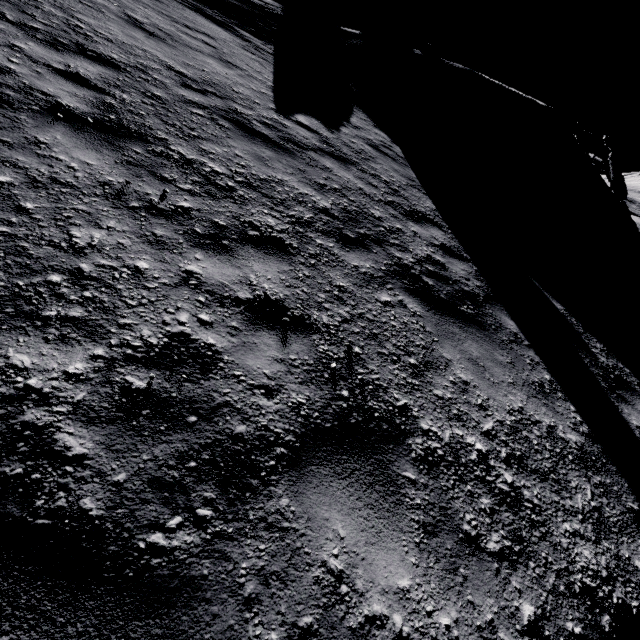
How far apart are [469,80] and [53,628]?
21.1m
